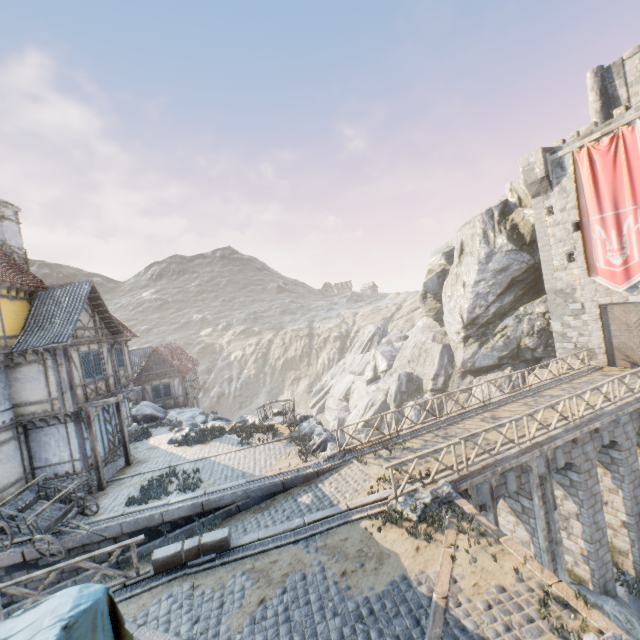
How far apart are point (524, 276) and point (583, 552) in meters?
18.6

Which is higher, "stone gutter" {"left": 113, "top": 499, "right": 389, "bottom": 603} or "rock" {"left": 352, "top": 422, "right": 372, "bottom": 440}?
"stone gutter" {"left": 113, "top": 499, "right": 389, "bottom": 603}

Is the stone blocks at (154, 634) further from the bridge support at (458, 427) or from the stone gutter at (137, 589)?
the bridge support at (458, 427)

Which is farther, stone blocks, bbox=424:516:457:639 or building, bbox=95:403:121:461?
building, bbox=95:403:121:461

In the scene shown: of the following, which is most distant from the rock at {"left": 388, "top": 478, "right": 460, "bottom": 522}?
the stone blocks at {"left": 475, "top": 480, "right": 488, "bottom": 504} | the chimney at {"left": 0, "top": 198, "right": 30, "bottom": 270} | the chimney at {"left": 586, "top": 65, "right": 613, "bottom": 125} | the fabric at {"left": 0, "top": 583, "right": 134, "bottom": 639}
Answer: the chimney at {"left": 0, "top": 198, "right": 30, "bottom": 270}

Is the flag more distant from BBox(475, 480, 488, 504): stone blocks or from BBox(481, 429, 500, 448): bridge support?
BBox(475, 480, 488, 504): stone blocks

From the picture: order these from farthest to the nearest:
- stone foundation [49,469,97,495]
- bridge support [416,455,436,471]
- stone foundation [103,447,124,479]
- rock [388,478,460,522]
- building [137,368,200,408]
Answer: building [137,368,200,408] → stone foundation [103,447,124,479] → stone foundation [49,469,97,495] → bridge support [416,455,436,471] → rock [388,478,460,522]

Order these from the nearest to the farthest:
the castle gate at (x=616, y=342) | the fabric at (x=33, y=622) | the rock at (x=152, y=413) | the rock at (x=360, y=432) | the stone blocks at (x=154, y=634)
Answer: the fabric at (x=33, y=622) → the stone blocks at (x=154, y=634) → the castle gate at (x=616, y=342) → the rock at (x=152, y=413) → the rock at (x=360, y=432)
